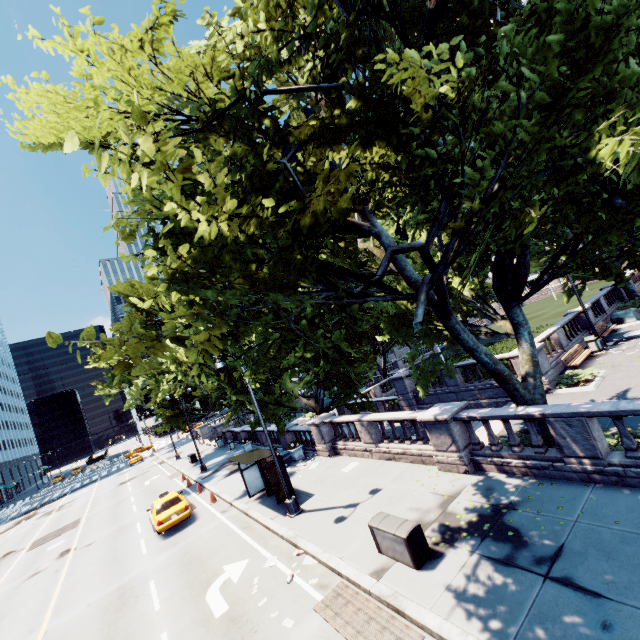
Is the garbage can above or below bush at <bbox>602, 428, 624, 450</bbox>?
above

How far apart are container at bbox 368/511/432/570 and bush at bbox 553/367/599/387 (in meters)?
11.94

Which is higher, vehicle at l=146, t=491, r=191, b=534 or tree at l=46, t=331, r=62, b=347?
tree at l=46, t=331, r=62, b=347

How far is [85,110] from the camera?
8.67m

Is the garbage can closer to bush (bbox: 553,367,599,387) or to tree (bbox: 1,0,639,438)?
bush (bbox: 553,367,599,387)

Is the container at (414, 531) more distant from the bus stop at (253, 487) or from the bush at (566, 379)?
the bush at (566, 379)

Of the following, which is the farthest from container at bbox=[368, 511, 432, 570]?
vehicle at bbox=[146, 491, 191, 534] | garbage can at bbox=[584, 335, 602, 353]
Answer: garbage can at bbox=[584, 335, 602, 353]

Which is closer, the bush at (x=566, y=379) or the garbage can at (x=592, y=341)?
the bush at (x=566, y=379)
